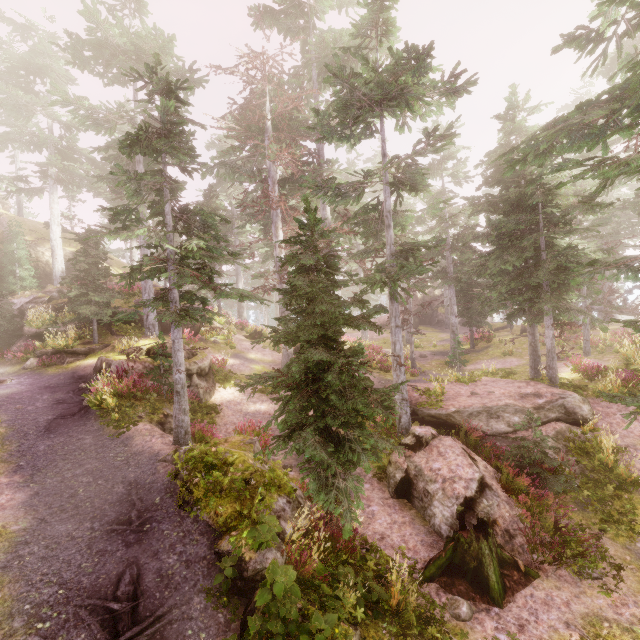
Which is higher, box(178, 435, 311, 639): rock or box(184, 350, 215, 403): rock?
box(184, 350, 215, 403): rock

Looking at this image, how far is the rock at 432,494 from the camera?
8.34m

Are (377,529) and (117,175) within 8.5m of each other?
no

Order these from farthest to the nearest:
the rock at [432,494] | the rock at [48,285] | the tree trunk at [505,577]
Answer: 1. the rock at [48,285]
2. the rock at [432,494]
3. the tree trunk at [505,577]

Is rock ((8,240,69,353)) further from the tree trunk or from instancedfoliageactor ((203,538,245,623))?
the tree trunk

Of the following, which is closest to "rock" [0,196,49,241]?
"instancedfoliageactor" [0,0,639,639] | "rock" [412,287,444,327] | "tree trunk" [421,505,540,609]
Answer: "instancedfoliageactor" [0,0,639,639]

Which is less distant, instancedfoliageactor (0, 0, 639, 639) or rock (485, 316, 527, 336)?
instancedfoliageactor (0, 0, 639, 639)

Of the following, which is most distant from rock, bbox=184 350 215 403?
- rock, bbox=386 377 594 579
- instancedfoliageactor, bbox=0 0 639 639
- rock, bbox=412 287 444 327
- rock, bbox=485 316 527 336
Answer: rock, bbox=485 316 527 336
